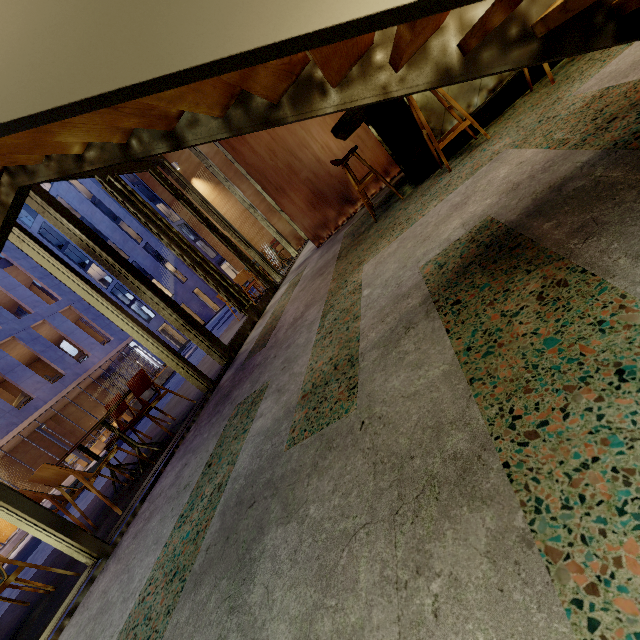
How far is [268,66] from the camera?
1.21m

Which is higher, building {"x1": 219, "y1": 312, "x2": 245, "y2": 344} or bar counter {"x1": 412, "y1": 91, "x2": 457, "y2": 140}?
bar counter {"x1": 412, "y1": 91, "x2": 457, "y2": 140}

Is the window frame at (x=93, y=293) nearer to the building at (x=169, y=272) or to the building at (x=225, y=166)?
the building at (x=225, y=166)

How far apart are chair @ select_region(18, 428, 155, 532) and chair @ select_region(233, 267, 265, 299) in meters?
4.9

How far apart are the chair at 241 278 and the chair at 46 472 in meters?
4.9

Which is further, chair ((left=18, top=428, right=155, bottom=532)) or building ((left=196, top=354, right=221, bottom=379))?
building ((left=196, top=354, right=221, bottom=379))

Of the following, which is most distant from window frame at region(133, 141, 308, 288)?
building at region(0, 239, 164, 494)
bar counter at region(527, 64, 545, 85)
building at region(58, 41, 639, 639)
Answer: building at region(0, 239, 164, 494)

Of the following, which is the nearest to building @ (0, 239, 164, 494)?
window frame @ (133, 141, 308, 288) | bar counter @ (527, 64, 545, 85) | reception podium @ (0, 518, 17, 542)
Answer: reception podium @ (0, 518, 17, 542)
